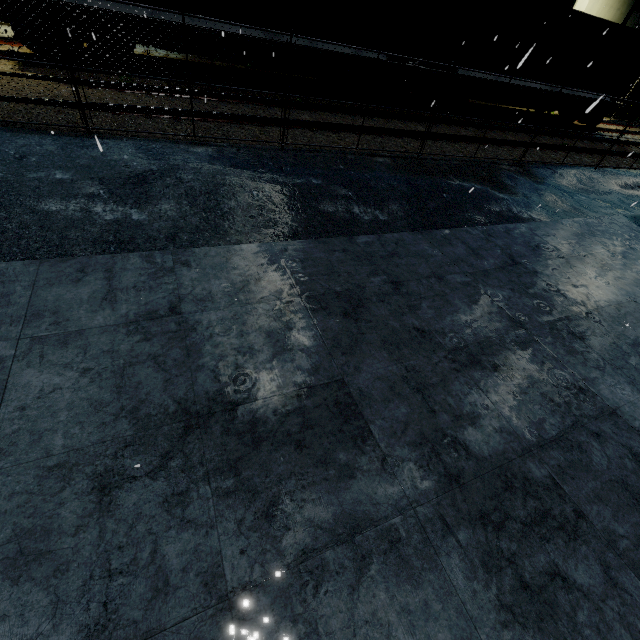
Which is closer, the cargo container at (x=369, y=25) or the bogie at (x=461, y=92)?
the cargo container at (x=369, y=25)

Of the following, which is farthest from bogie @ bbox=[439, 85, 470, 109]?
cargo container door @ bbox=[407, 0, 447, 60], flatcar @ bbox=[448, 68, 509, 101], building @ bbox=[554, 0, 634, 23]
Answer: building @ bbox=[554, 0, 634, 23]

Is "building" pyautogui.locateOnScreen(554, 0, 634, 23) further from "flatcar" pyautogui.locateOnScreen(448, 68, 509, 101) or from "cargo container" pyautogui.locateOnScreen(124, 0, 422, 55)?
"flatcar" pyautogui.locateOnScreen(448, 68, 509, 101)

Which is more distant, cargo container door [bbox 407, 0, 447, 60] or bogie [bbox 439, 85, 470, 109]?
bogie [bbox 439, 85, 470, 109]

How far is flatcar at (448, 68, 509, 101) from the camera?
13.3 meters

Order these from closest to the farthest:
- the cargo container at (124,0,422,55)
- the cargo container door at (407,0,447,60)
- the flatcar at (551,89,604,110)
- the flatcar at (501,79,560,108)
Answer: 1. the cargo container at (124,0,422,55)
2. the cargo container door at (407,0,447,60)
3. the flatcar at (501,79,560,108)
4. the flatcar at (551,89,604,110)

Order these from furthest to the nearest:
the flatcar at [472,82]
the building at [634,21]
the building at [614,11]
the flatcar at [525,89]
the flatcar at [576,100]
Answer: the building at [634,21] → the building at [614,11] → the flatcar at [576,100] → the flatcar at [525,89] → the flatcar at [472,82]

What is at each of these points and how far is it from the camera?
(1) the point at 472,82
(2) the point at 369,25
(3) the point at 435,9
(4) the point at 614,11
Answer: (1) flatcar, 13.7m
(2) cargo container, 11.2m
(3) cargo container door, 12.1m
(4) building, 21.5m
